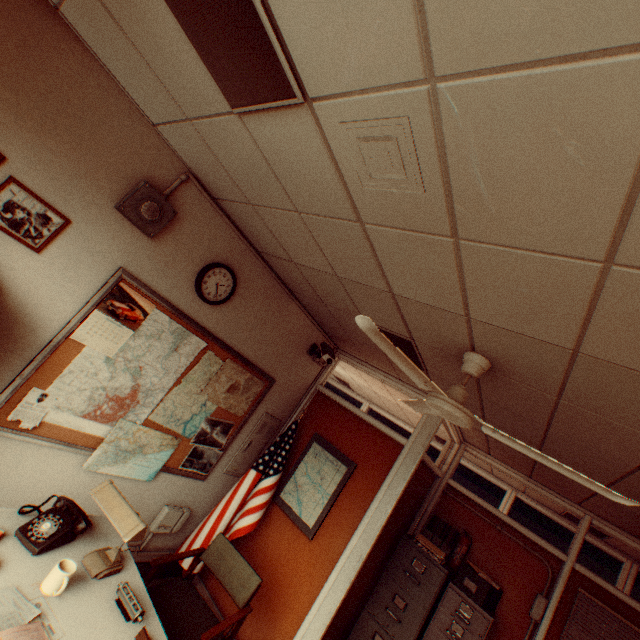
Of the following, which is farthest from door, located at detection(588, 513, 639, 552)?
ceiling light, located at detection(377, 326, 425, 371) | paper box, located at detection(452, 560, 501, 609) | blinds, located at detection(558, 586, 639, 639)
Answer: ceiling light, located at detection(377, 326, 425, 371)

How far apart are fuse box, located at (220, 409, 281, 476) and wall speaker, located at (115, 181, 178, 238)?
2.5m

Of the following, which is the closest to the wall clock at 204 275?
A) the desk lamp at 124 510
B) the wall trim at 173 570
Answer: the desk lamp at 124 510

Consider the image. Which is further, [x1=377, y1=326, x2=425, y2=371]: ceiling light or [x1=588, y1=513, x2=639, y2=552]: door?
[x1=588, y1=513, x2=639, y2=552]: door

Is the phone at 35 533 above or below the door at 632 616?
below

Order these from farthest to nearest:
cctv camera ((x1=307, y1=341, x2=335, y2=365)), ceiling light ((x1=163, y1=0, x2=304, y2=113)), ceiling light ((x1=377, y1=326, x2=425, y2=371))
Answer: cctv camera ((x1=307, y1=341, x2=335, y2=365))
ceiling light ((x1=377, y1=326, x2=425, y2=371))
ceiling light ((x1=163, y1=0, x2=304, y2=113))

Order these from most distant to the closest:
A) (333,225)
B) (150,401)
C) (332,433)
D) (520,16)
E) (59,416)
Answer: (332,433) < (150,401) < (59,416) < (333,225) < (520,16)

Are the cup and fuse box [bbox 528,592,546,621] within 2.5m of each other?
no
